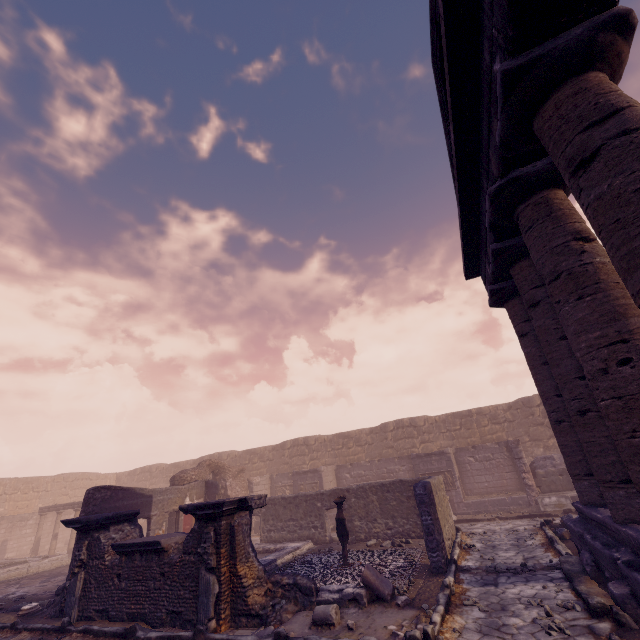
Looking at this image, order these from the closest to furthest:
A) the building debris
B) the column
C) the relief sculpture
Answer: the column → the building debris → the relief sculpture

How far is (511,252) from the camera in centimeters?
709cm

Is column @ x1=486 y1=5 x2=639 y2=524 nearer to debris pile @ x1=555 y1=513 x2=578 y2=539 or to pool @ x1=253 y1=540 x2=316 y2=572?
debris pile @ x1=555 y1=513 x2=578 y2=539

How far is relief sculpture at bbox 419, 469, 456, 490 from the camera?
15.11m

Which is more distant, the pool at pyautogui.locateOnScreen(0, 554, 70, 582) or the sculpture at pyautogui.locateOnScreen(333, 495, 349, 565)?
the pool at pyautogui.locateOnScreen(0, 554, 70, 582)

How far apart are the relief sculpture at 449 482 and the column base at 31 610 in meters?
14.0

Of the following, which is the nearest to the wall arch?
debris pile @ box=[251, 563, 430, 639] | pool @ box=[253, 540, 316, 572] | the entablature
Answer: pool @ box=[253, 540, 316, 572]

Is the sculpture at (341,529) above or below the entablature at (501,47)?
below
